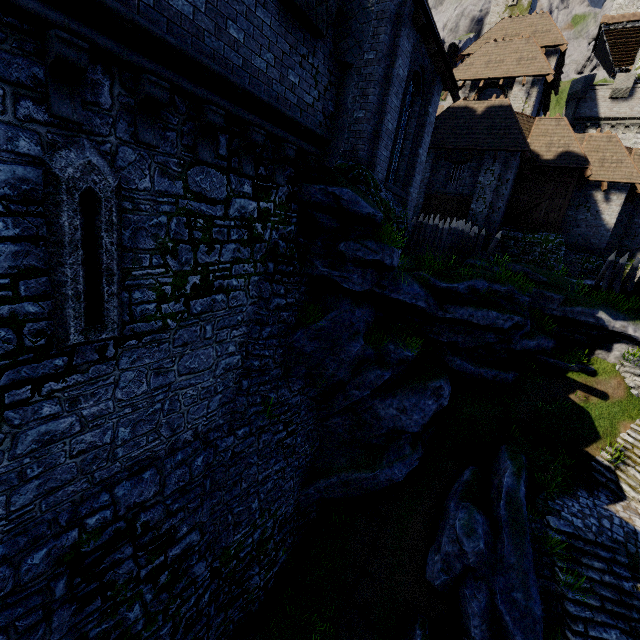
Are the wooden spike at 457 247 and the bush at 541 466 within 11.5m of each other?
yes

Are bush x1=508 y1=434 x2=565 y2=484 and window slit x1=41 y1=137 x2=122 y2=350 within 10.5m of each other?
no

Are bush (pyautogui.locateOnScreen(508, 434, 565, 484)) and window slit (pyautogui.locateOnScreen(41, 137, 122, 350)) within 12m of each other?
no

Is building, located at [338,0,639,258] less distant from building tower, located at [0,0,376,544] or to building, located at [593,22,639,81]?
building tower, located at [0,0,376,544]

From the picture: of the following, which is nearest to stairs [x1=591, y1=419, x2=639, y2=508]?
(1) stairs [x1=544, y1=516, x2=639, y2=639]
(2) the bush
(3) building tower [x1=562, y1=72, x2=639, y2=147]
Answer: (1) stairs [x1=544, y1=516, x2=639, y2=639]

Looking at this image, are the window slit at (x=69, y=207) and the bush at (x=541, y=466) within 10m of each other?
no

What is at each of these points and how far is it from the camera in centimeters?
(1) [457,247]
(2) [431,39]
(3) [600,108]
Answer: (1) wooden spike, 1591cm
(2) building, 1037cm
(3) building tower, 3011cm

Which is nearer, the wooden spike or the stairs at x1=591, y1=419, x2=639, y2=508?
the stairs at x1=591, y1=419, x2=639, y2=508
